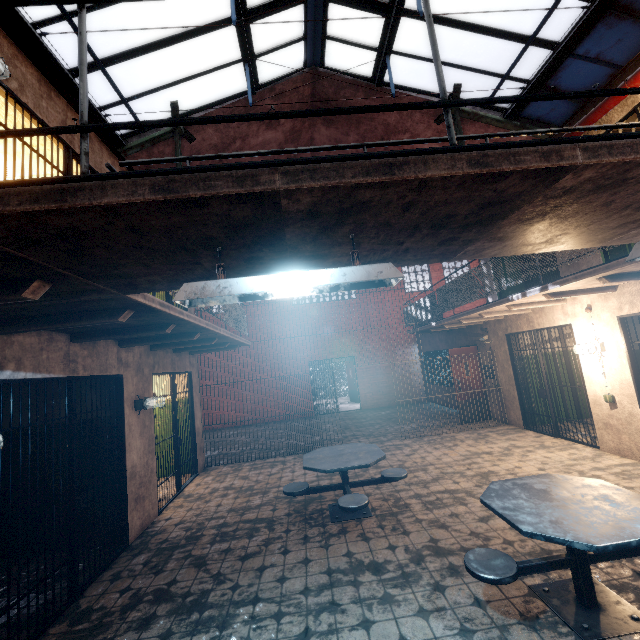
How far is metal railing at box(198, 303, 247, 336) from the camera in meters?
5.3

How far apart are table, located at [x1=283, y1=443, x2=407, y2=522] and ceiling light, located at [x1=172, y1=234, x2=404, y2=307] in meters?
3.2

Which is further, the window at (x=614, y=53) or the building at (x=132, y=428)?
the window at (x=614, y=53)

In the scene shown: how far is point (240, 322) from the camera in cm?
762

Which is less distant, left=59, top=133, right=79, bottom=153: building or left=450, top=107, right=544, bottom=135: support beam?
left=59, top=133, right=79, bottom=153: building

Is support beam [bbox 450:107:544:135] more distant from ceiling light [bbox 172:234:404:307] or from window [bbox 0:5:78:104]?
ceiling light [bbox 172:234:404:307]

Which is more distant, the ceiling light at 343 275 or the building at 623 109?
the building at 623 109

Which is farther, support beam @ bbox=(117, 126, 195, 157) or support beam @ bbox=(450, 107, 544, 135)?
support beam @ bbox=(450, 107, 544, 135)
